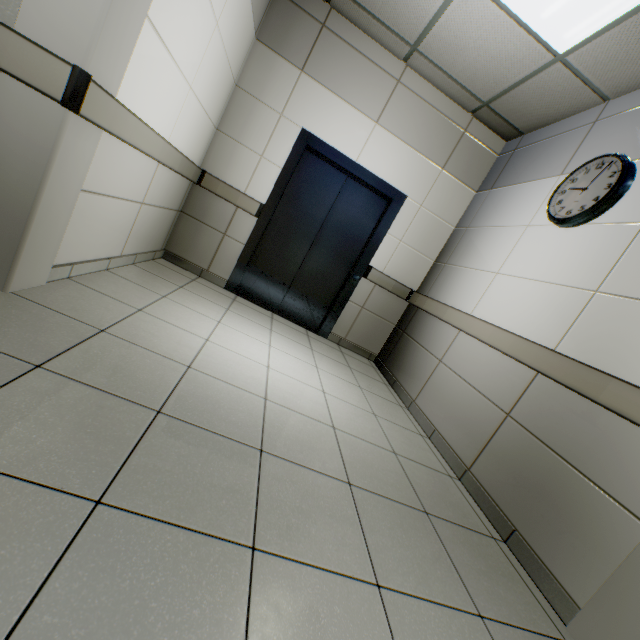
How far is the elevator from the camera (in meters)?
3.76

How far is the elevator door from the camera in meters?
4.0 m

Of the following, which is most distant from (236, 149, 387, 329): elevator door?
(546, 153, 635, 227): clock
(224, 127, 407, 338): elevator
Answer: (546, 153, 635, 227): clock

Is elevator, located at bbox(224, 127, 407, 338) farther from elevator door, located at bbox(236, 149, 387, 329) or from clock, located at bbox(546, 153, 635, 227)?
clock, located at bbox(546, 153, 635, 227)

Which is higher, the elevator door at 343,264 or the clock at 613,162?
the clock at 613,162

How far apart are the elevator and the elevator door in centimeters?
0cm

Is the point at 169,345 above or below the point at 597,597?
below

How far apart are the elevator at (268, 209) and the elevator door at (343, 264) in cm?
0
